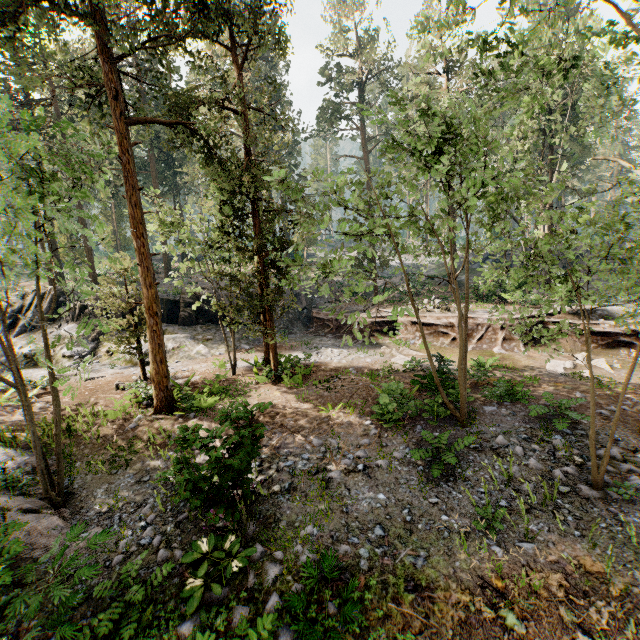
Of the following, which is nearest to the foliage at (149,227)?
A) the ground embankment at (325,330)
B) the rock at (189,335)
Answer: the ground embankment at (325,330)

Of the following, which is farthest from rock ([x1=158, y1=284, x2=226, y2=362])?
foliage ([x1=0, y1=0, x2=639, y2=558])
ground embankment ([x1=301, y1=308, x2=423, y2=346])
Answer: foliage ([x1=0, y1=0, x2=639, y2=558])

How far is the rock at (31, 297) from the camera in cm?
2208

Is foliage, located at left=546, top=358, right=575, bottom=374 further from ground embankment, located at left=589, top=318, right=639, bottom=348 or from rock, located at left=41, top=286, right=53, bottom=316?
rock, located at left=41, top=286, right=53, bottom=316

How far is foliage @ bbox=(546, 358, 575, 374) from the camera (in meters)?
14.12

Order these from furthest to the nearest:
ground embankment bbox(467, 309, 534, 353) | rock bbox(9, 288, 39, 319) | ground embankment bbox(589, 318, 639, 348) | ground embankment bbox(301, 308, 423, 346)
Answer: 1. rock bbox(9, 288, 39, 319)
2. ground embankment bbox(301, 308, 423, 346)
3. ground embankment bbox(467, 309, 534, 353)
4. ground embankment bbox(589, 318, 639, 348)

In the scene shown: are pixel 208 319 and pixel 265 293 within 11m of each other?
no
